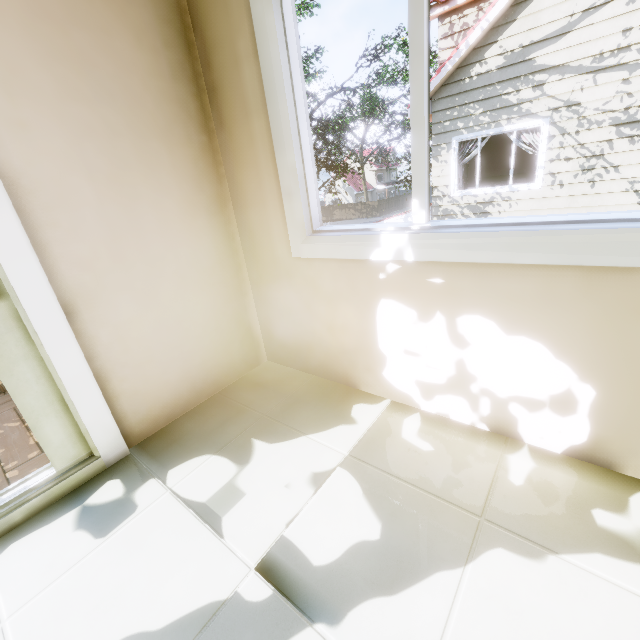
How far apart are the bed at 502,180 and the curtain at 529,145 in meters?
3.1

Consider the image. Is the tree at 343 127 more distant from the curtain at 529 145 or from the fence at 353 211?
the curtain at 529 145

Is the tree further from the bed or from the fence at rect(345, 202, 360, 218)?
the bed

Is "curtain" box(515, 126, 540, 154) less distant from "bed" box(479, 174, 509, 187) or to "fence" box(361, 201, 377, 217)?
"fence" box(361, 201, 377, 217)

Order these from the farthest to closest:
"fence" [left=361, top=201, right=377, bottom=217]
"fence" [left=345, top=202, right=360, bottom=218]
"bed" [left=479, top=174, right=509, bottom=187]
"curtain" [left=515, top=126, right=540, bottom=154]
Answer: "fence" [left=345, top=202, right=360, bottom=218] < "fence" [left=361, top=201, right=377, bottom=217] < "bed" [left=479, top=174, right=509, bottom=187] < "curtain" [left=515, top=126, right=540, bottom=154]

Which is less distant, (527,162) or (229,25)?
(229,25)

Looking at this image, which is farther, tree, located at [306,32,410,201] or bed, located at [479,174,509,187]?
tree, located at [306,32,410,201]

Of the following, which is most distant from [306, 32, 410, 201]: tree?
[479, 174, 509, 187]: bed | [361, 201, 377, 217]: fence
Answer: [479, 174, 509, 187]: bed
